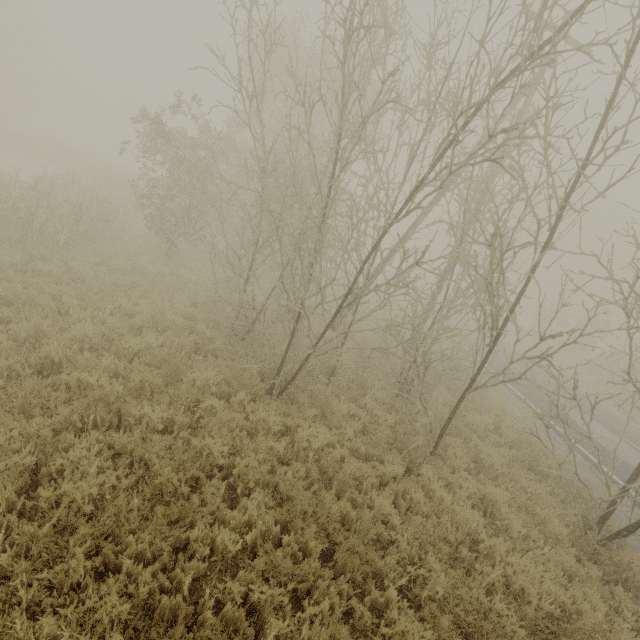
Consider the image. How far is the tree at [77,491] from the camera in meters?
3.8

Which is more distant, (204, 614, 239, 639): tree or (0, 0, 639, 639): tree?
(0, 0, 639, 639): tree

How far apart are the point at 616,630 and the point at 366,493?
4.1m

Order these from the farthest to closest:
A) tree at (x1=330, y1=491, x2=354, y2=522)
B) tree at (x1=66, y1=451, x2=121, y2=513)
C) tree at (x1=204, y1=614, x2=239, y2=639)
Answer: tree at (x1=330, y1=491, x2=354, y2=522) < tree at (x1=66, y1=451, x2=121, y2=513) < tree at (x1=204, y1=614, x2=239, y2=639)

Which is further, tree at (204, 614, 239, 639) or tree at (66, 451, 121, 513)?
tree at (66, 451, 121, 513)

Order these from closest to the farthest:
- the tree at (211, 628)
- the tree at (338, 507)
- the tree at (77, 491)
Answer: the tree at (211, 628), the tree at (77, 491), the tree at (338, 507)
